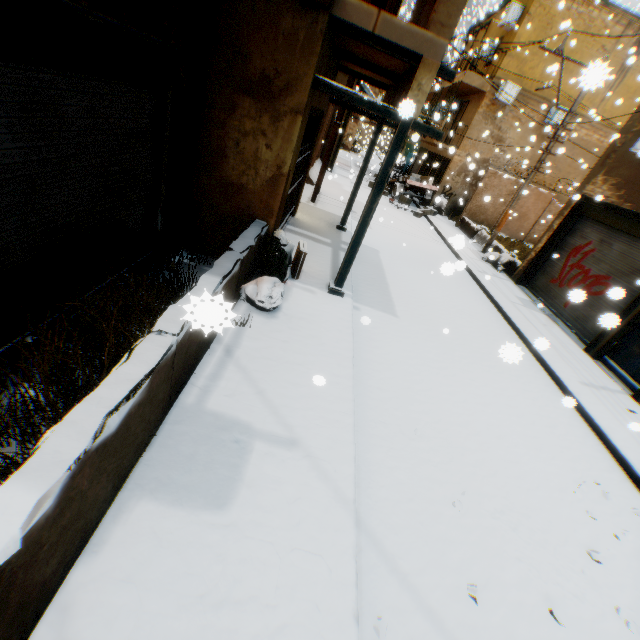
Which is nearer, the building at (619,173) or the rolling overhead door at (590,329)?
the rolling overhead door at (590,329)

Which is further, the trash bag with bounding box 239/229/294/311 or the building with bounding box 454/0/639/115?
the building with bounding box 454/0/639/115

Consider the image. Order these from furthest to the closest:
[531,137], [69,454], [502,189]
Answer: [502,189]
[531,137]
[69,454]

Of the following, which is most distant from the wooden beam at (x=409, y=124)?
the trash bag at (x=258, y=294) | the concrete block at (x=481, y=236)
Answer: the concrete block at (x=481, y=236)

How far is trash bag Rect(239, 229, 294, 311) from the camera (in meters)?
4.86

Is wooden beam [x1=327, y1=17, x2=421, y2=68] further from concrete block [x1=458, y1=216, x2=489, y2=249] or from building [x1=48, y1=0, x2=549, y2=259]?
concrete block [x1=458, y1=216, x2=489, y2=249]

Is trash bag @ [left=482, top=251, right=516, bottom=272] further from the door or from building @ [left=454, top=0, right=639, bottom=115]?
the door

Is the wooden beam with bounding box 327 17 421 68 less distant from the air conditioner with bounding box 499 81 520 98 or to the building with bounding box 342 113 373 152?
the building with bounding box 342 113 373 152
